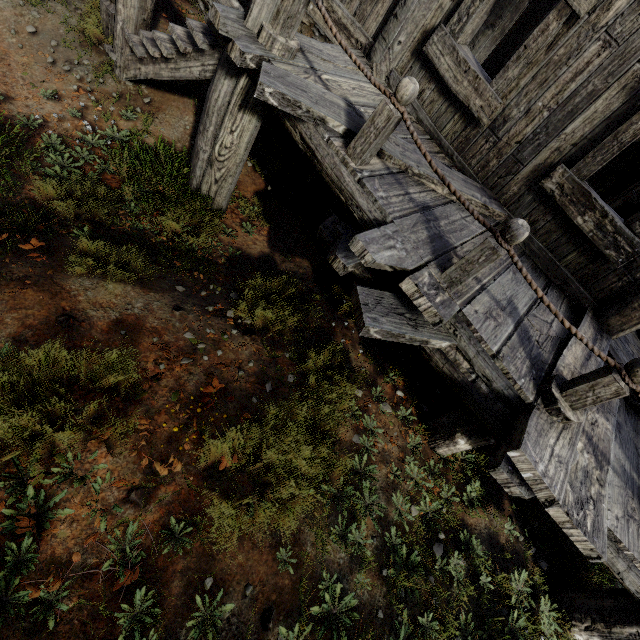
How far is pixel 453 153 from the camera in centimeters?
454cm
